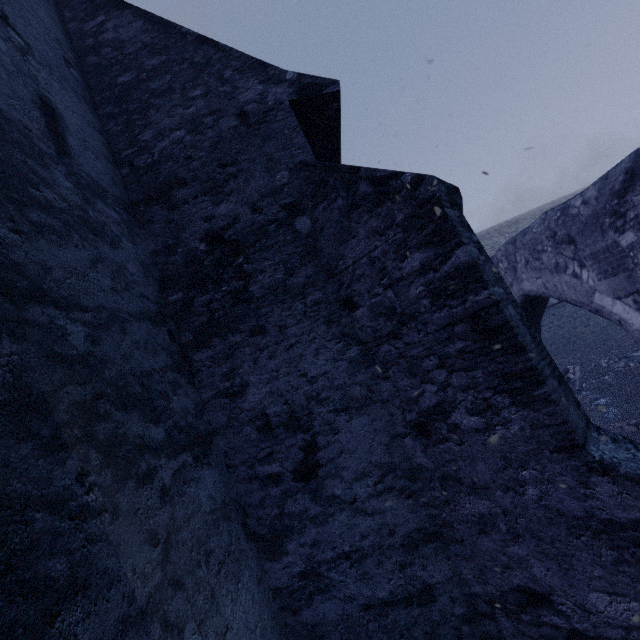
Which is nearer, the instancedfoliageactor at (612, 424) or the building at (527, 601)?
the building at (527, 601)

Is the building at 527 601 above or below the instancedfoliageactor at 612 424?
above

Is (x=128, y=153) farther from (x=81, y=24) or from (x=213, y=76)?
(x=81, y=24)

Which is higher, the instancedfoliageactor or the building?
the building

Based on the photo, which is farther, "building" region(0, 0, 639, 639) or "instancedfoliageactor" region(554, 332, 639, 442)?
"instancedfoliageactor" region(554, 332, 639, 442)
